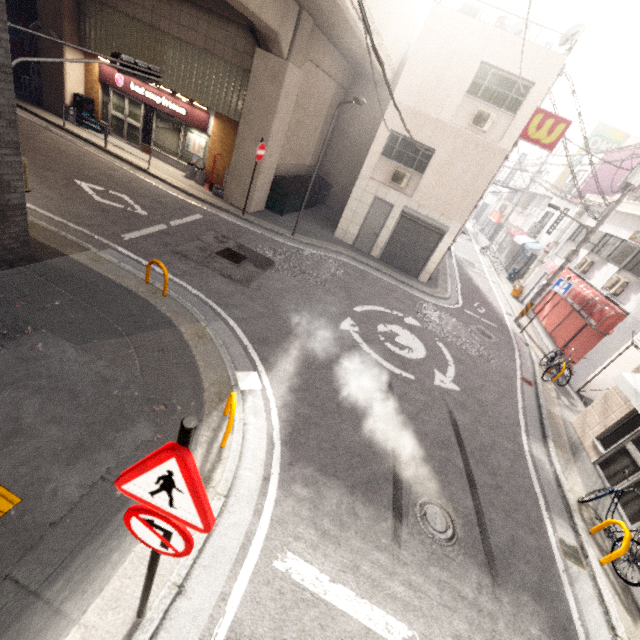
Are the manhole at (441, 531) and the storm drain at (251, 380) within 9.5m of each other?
yes

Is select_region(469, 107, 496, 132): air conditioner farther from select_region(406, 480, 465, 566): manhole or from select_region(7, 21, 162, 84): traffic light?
select_region(406, 480, 465, 566): manhole

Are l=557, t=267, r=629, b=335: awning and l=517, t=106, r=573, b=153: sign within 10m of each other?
yes

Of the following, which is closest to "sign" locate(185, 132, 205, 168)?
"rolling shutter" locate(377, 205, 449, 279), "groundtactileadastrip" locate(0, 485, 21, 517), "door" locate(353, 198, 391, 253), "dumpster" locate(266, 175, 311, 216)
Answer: "dumpster" locate(266, 175, 311, 216)

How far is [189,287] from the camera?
8.0 meters

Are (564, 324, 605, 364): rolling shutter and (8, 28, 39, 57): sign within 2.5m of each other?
no

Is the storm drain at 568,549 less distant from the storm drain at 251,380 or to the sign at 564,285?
the storm drain at 251,380

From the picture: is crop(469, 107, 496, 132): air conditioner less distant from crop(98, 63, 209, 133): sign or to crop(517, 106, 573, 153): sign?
crop(517, 106, 573, 153): sign
